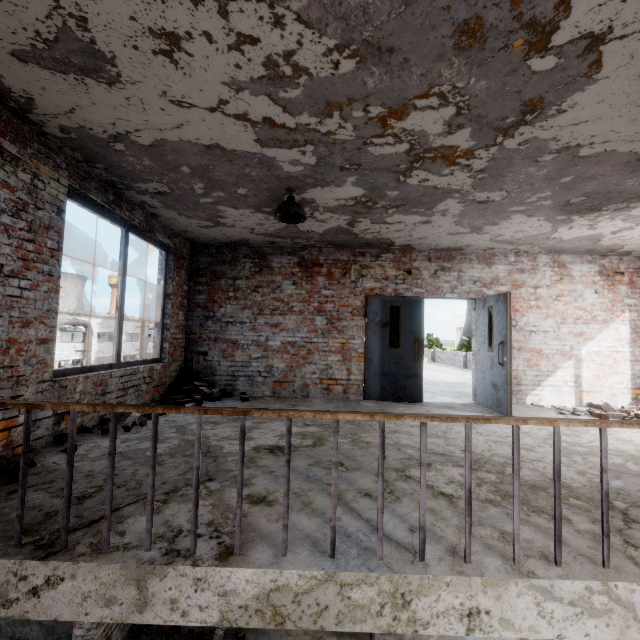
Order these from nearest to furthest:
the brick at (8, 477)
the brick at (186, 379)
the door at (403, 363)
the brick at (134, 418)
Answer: the brick at (8, 477) < the brick at (134, 418) < the brick at (186, 379) < the door at (403, 363)

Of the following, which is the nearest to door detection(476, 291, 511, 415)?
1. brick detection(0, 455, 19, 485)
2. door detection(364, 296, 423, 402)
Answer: door detection(364, 296, 423, 402)

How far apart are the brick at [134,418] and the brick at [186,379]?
1.06m

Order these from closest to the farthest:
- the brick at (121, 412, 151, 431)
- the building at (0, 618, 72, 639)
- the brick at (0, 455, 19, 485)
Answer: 1. the brick at (0, 455, 19, 485)
2. the brick at (121, 412, 151, 431)
3. the building at (0, 618, 72, 639)

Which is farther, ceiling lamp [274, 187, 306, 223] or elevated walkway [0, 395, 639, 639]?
ceiling lamp [274, 187, 306, 223]

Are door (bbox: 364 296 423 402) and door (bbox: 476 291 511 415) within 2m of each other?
yes

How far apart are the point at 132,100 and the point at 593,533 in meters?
4.8

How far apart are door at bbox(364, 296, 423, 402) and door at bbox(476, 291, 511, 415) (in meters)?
1.12
